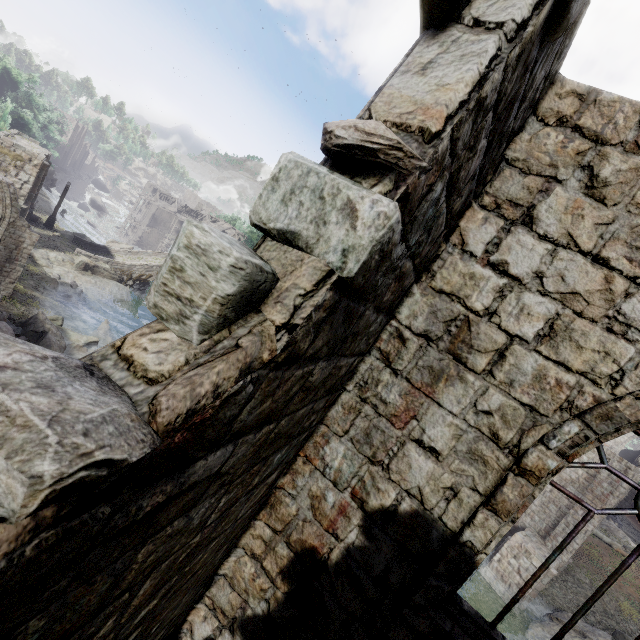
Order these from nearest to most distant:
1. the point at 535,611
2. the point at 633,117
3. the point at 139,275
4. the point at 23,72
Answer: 1. the point at 633,117
2. the point at 535,611
3. the point at 139,275
4. the point at 23,72

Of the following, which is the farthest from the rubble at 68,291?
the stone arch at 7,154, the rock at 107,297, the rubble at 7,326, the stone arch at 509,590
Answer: the stone arch at 509,590

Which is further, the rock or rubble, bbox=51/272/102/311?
the rock

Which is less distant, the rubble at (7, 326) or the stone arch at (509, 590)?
the rubble at (7, 326)

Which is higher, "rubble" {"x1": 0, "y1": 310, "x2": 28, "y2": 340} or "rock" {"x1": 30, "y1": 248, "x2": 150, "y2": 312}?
"rubble" {"x1": 0, "y1": 310, "x2": 28, "y2": 340}

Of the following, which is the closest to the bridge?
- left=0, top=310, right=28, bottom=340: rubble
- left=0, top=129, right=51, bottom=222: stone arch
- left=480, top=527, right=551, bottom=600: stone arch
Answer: left=0, top=129, right=51, bottom=222: stone arch

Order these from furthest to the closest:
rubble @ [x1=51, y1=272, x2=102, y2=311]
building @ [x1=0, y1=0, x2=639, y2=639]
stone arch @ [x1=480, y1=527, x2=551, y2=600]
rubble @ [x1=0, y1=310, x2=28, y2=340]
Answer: rubble @ [x1=51, y1=272, x2=102, y2=311] → stone arch @ [x1=480, y1=527, x2=551, y2=600] → rubble @ [x1=0, y1=310, x2=28, y2=340] → building @ [x1=0, y1=0, x2=639, y2=639]

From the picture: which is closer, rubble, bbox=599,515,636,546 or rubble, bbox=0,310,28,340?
rubble, bbox=0,310,28,340
